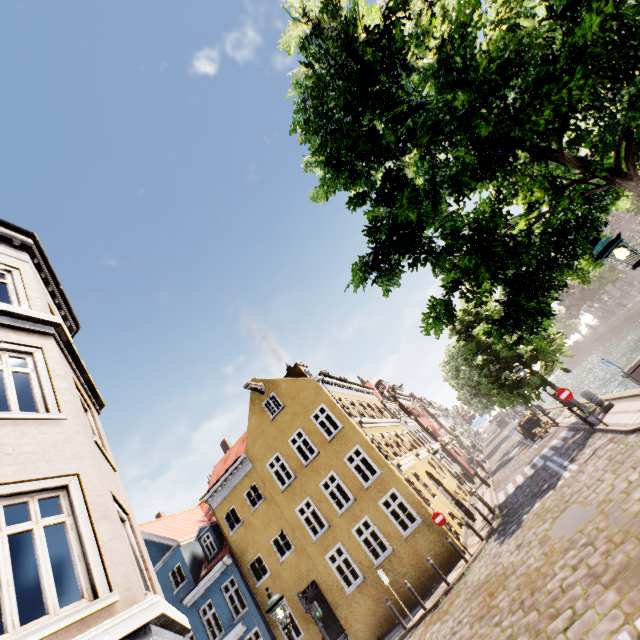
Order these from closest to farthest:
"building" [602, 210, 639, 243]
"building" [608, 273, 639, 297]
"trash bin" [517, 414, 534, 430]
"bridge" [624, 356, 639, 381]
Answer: "bridge" [624, 356, 639, 381] → "trash bin" [517, 414, 534, 430] → "building" [602, 210, 639, 243] → "building" [608, 273, 639, 297]

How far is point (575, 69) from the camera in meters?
3.4 m

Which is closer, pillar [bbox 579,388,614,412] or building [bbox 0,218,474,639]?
building [bbox 0,218,474,639]

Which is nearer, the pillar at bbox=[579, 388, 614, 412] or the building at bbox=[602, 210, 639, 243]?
the pillar at bbox=[579, 388, 614, 412]

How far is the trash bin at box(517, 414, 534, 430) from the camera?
22.78m

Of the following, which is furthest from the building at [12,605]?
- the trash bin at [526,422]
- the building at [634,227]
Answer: the building at [634,227]

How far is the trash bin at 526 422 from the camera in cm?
2278

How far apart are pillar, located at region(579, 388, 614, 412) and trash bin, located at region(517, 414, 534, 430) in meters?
9.3
